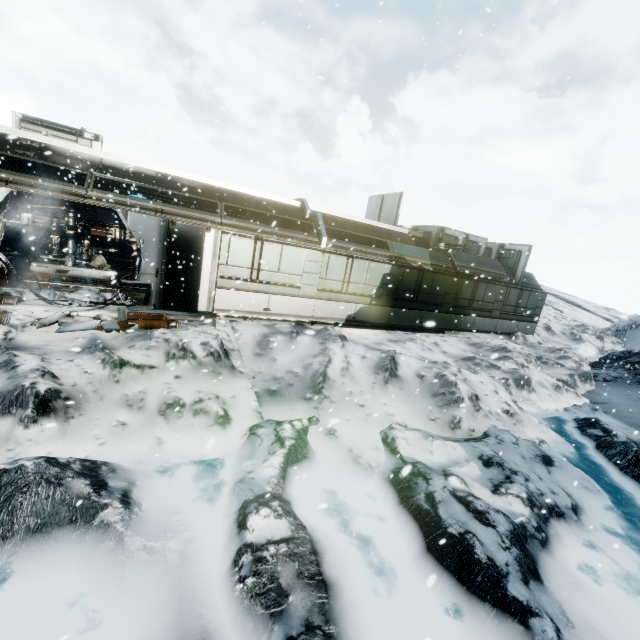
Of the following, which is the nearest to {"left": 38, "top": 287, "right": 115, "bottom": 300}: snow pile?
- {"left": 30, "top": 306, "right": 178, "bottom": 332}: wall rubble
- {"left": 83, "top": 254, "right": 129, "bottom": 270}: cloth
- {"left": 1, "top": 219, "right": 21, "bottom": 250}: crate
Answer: {"left": 30, "top": 306, "right": 178, "bottom": 332}: wall rubble

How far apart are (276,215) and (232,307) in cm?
379

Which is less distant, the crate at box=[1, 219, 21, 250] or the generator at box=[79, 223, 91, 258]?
the generator at box=[79, 223, 91, 258]

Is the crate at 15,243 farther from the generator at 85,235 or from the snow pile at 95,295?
the snow pile at 95,295

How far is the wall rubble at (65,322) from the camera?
7.5m

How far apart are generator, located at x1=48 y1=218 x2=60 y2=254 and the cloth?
0.4 meters

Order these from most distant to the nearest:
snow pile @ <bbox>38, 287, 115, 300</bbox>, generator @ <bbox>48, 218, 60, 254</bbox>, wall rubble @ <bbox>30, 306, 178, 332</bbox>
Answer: generator @ <bbox>48, 218, 60, 254</bbox>
snow pile @ <bbox>38, 287, 115, 300</bbox>
wall rubble @ <bbox>30, 306, 178, 332</bbox>

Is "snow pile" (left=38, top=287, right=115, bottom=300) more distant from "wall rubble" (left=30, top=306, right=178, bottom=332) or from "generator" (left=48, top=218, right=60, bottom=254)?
"generator" (left=48, top=218, right=60, bottom=254)
